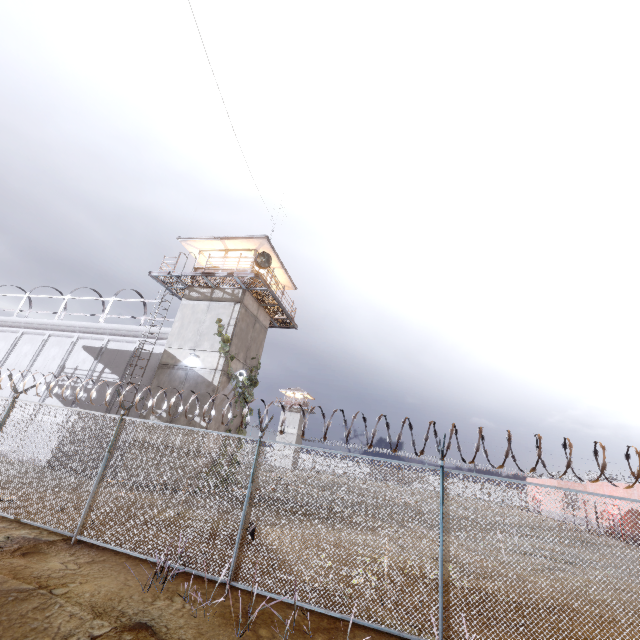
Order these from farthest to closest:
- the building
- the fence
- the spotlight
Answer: the spotlight, the building, the fence

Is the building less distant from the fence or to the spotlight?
the spotlight

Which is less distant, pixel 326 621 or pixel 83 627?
pixel 83 627

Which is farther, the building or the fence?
the building

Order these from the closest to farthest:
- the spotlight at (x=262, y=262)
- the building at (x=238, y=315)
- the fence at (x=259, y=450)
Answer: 1. the fence at (x=259, y=450)
2. the building at (x=238, y=315)
3. the spotlight at (x=262, y=262)

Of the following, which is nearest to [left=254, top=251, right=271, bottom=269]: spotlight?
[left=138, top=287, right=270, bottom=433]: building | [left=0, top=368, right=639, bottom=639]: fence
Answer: [left=138, top=287, right=270, bottom=433]: building

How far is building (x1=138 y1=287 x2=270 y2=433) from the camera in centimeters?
1634cm

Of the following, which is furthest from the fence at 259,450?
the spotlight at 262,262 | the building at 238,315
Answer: the spotlight at 262,262
